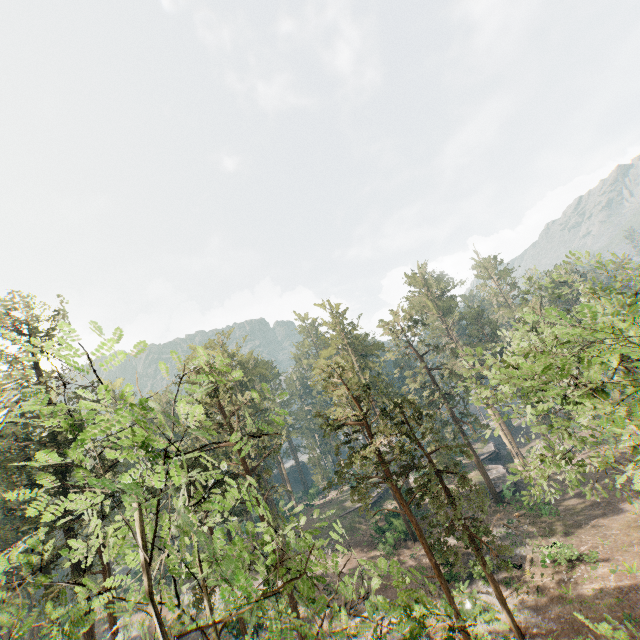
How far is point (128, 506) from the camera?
9.34m

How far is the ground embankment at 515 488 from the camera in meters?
37.3

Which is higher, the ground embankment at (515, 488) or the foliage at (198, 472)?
the foliage at (198, 472)

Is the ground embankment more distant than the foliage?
Yes

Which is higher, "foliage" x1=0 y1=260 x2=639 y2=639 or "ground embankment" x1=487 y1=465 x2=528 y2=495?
"foliage" x1=0 y1=260 x2=639 y2=639

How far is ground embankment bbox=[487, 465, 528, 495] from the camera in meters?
37.3
